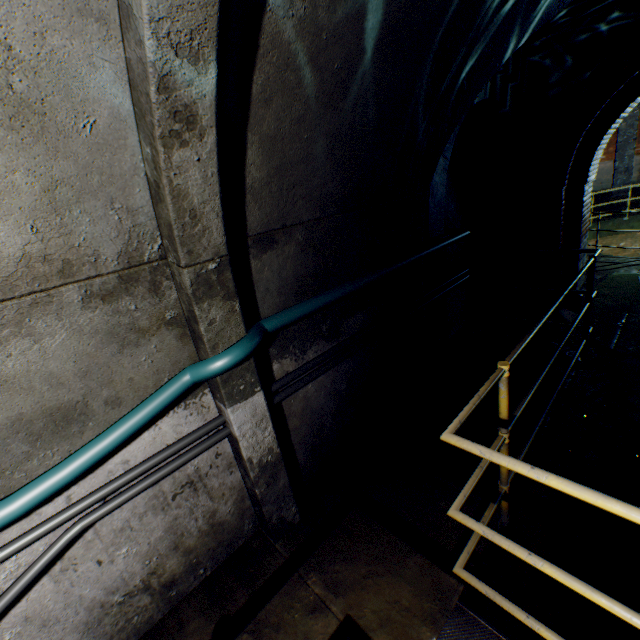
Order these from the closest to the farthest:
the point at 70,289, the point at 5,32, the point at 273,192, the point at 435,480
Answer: the point at 5,32, the point at 70,289, the point at 273,192, the point at 435,480

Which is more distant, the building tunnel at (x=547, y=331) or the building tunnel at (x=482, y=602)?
the building tunnel at (x=547, y=331)

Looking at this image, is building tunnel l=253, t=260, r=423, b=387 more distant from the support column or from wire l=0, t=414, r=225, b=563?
the support column

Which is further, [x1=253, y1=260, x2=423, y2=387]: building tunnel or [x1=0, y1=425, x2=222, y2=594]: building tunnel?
[x1=253, y1=260, x2=423, y2=387]: building tunnel

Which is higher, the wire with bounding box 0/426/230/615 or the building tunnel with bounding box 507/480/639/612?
the wire with bounding box 0/426/230/615

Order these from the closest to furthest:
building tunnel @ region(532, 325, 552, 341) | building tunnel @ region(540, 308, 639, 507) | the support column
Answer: building tunnel @ region(540, 308, 639, 507)
building tunnel @ region(532, 325, 552, 341)
the support column

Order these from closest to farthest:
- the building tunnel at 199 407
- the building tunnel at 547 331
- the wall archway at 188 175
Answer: the wall archway at 188 175 → the building tunnel at 199 407 → the building tunnel at 547 331

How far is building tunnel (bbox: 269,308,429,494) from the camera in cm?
275
